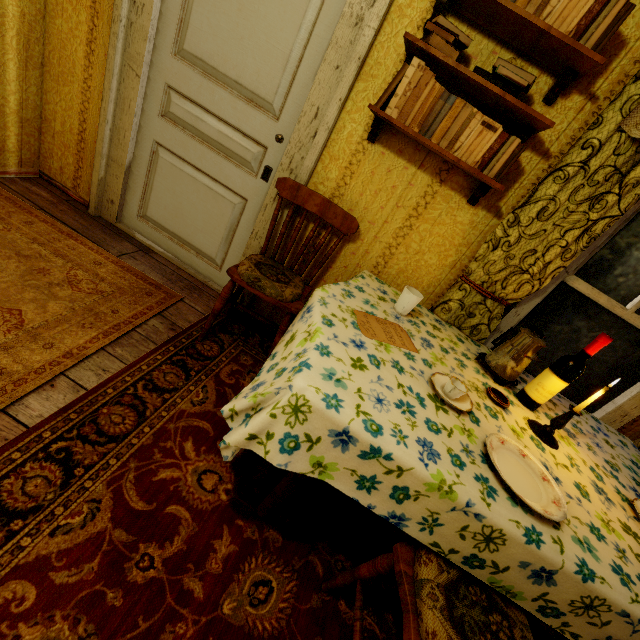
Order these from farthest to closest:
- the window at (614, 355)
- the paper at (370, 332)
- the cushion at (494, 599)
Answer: the window at (614, 355) → the paper at (370, 332) → the cushion at (494, 599)

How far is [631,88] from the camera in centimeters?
139cm

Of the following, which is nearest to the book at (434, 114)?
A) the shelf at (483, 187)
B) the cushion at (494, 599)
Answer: the shelf at (483, 187)

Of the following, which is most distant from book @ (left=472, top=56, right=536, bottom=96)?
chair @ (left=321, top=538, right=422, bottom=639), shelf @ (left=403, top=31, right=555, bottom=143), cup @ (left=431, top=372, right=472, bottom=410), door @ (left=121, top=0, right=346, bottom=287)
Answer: chair @ (left=321, top=538, right=422, bottom=639)

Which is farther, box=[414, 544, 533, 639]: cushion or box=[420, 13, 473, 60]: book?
box=[420, 13, 473, 60]: book

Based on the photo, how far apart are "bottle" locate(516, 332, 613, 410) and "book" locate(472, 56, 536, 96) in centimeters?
115cm

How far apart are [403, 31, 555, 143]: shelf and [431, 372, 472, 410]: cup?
1.22m

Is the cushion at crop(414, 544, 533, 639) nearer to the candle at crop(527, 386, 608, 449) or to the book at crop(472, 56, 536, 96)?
the candle at crop(527, 386, 608, 449)
